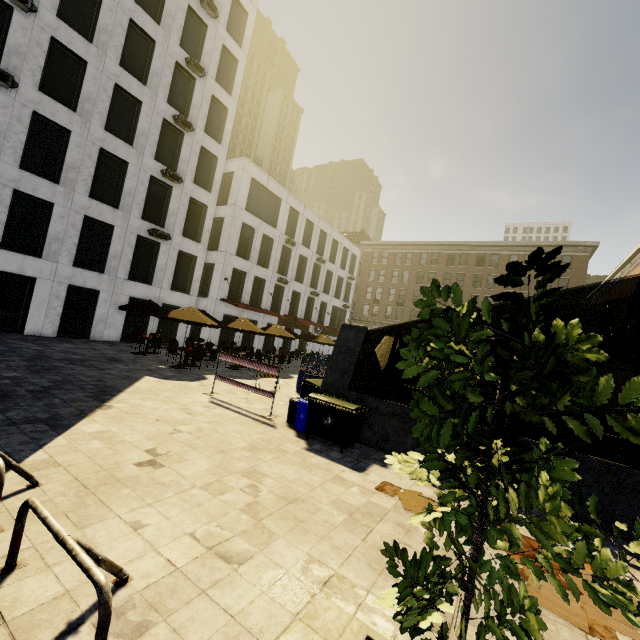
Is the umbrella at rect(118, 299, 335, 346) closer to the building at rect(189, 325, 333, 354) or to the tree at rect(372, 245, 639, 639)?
the building at rect(189, 325, 333, 354)

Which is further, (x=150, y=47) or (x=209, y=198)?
(x=209, y=198)

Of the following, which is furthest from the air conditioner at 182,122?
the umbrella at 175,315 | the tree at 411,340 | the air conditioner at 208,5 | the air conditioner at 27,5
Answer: the tree at 411,340

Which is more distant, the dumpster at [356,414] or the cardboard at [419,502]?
the dumpster at [356,414]

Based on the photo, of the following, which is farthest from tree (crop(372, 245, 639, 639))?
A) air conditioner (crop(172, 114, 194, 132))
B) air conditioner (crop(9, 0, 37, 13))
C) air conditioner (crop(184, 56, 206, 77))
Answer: air conditioner (crop(184, 56, 206, 77))

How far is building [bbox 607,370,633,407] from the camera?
35.6 meters

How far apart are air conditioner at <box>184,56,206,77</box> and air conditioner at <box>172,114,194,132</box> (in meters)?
3.46

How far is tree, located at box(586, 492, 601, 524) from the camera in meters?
1.8
